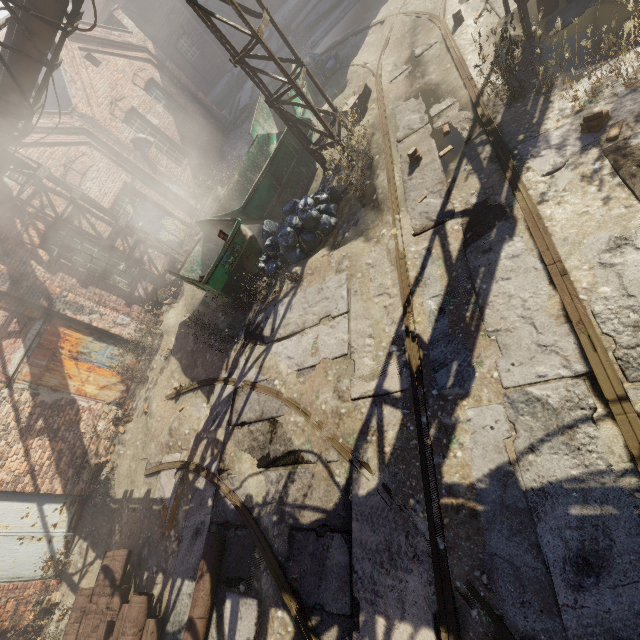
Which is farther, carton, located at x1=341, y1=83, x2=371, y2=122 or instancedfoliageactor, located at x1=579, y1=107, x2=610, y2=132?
carton, located at x1=341, y1=83, x2=371, y2=122

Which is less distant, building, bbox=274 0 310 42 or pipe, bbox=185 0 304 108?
pipe, bbox=185 0 304 108

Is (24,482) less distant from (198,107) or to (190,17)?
(198,107)

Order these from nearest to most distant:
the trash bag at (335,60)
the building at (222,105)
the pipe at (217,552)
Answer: the pipe at (217,552) → the trash bag at (335,60) → the building at (222,105)

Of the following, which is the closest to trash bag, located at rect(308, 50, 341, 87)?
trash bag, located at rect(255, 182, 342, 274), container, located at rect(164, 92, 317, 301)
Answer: container, located at rect(164, 92, 317, 301)

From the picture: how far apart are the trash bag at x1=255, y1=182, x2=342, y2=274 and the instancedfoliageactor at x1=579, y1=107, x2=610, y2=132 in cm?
433

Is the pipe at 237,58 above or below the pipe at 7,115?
below

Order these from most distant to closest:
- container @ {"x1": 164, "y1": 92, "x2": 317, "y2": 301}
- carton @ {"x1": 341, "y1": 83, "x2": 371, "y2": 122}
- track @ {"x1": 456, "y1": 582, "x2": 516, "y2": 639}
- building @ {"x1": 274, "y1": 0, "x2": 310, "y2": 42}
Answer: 1. building @ {"x1": 274, "y1": 0, "x2": 310, "y2": 42}
2. carton @ {"x1": 341, "y1": 83, "x2": 371, "y2": 122}
3. container @ {"x1": 164, "y1": 92, "x2": 317, "y2": 301}
4. track @ {"x1": 456, "y1": 582, "x2": 516, "y2": 639}
